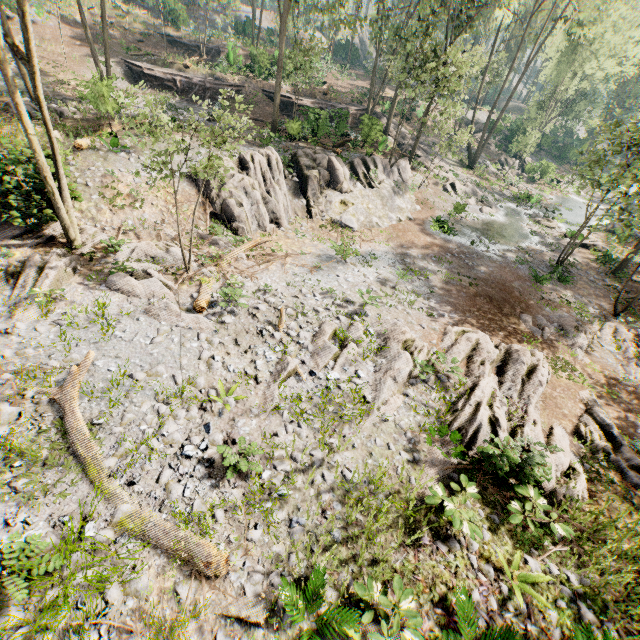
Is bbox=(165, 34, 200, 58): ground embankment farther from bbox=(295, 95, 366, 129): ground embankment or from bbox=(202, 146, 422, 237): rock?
bbox=(202, 146, 422, 237): rock

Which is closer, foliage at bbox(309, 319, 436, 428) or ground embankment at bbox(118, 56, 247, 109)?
foliage at bbox(309, 319, 436, 428)

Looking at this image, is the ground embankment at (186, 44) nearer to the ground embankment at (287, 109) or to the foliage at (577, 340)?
the foliage at (577, 340)

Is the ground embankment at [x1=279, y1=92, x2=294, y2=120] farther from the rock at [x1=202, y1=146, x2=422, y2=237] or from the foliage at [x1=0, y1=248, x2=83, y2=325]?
the rock at [x1=202, y1=146, x2=422, y2=237]

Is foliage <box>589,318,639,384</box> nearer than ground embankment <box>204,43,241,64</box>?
Yes

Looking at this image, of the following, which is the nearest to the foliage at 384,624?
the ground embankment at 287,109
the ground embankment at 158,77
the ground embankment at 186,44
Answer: the ground embankment at 287,109

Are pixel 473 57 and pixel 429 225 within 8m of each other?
no

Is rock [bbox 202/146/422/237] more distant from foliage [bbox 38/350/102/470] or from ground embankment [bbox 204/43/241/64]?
ground embankment [bbox 204/43/241/64]
